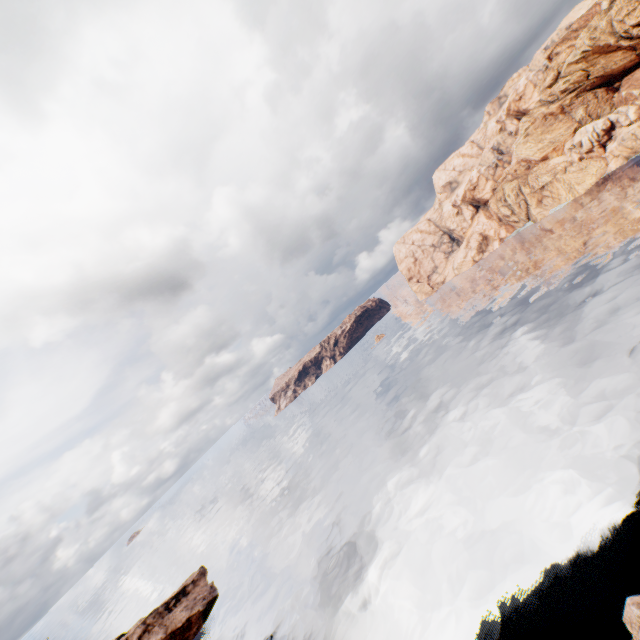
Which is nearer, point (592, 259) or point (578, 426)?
point (578, 426)

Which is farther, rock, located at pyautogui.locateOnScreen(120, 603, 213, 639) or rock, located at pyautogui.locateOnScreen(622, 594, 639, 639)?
rock, located at pyautogui.locateOnScreen(120, 603, 213, 639)

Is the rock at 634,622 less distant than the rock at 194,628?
Yes
